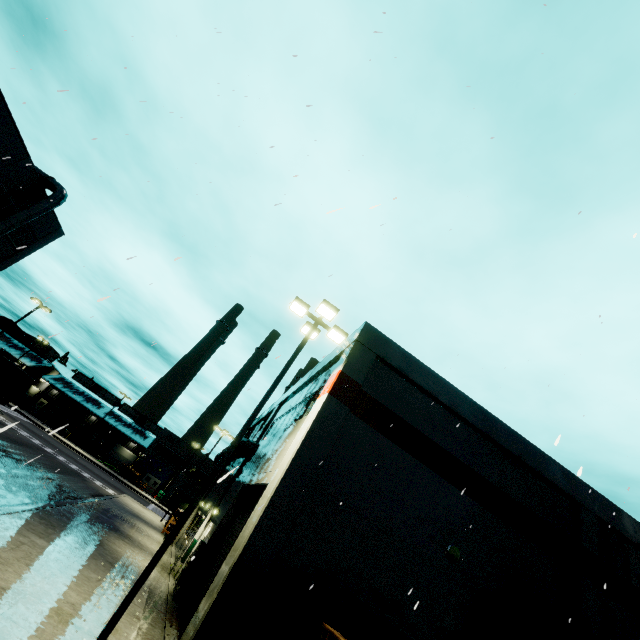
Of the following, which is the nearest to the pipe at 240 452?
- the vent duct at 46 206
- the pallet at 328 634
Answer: the vent duct at 46 206

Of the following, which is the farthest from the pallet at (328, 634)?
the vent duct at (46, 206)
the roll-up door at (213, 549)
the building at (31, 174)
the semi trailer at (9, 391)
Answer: the vent duct at (46, 206)

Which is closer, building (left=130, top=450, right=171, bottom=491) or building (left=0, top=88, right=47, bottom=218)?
building (left=0, top=88, right=47, bottom=218)

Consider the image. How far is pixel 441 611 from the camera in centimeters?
932cm

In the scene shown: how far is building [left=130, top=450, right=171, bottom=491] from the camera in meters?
58.4 m

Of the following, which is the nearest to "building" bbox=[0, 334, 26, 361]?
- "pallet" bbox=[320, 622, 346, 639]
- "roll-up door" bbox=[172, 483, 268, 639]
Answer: "roll-up door" bbox=[172, 483, 268, 639]
